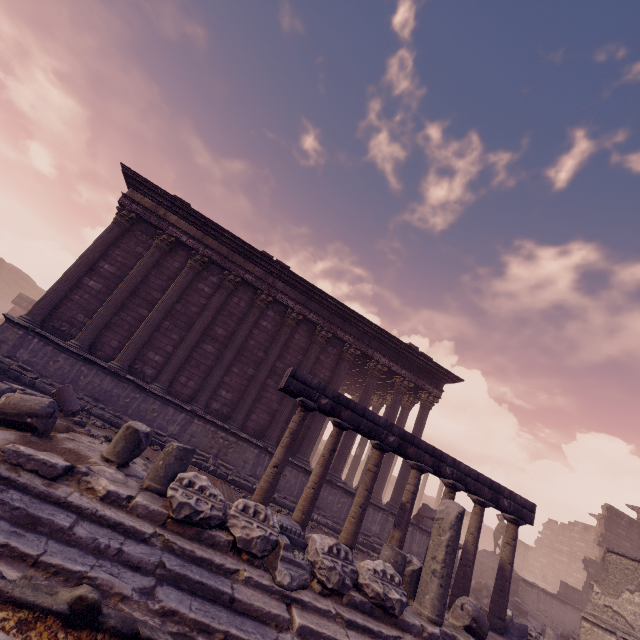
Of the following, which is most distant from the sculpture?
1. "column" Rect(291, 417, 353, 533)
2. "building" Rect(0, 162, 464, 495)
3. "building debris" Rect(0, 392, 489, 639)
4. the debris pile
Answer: the debris pile

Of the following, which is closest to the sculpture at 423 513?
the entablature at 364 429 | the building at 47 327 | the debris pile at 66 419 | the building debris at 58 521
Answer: the building at 47 327

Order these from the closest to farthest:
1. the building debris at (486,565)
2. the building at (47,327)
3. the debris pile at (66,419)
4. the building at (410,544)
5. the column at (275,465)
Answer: the debris pile at (66,419) < the column at (275,465) < the building at (47,327) < the building at (410,544) < the building debris at (486,565)

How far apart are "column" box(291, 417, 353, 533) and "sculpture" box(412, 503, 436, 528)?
7.81m

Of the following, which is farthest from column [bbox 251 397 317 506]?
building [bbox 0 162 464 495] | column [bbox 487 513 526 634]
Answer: column [bbox 487 513 526 634]

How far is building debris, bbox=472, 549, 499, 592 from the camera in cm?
1593

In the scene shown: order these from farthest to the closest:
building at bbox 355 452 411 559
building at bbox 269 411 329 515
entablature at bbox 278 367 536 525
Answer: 1. building at bbox 355 452 411 559
2. building at bbox 269 411 329 515
3. entablature at bbox 278 367 536 525

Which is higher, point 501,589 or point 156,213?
point 156,213
